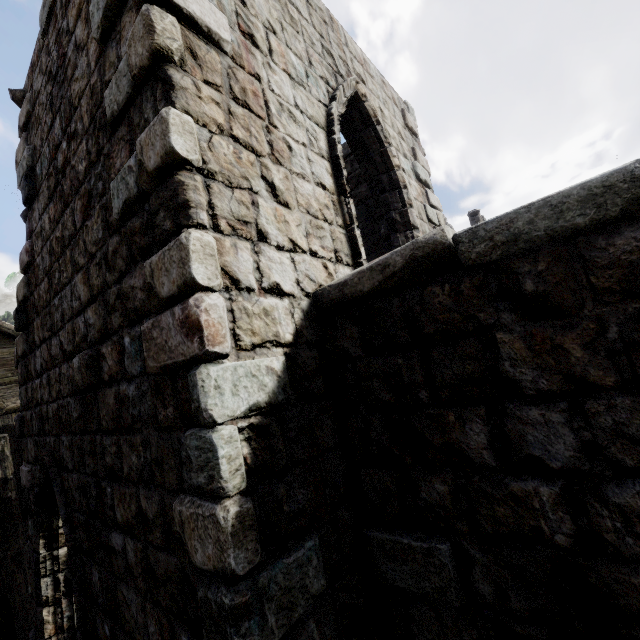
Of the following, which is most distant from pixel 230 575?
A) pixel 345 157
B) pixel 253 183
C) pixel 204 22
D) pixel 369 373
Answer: pixel 345 157
